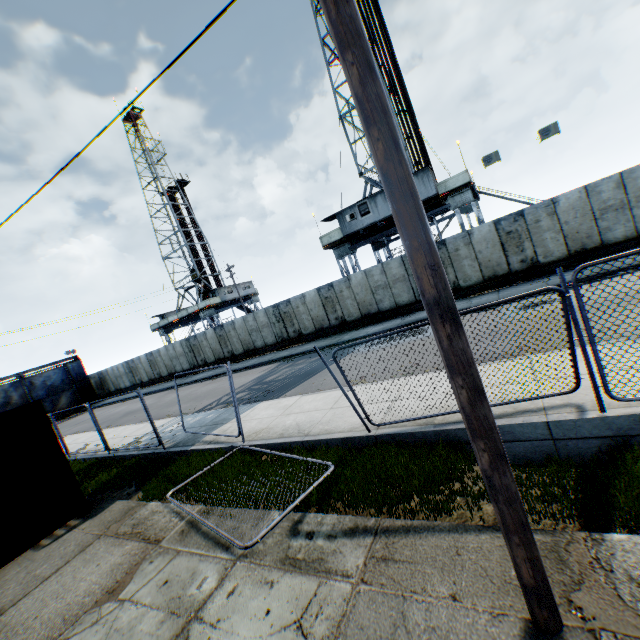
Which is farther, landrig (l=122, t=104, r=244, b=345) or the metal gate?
landrig (l=122, t=104, r=244, b=345)

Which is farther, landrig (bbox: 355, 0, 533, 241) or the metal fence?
landrig (bbox: 355, 0, 533, 241)

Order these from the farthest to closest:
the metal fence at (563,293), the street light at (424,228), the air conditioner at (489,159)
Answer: the air conditioner at (489,159) < the metal fence at (563,293) < the street light at (424,228)

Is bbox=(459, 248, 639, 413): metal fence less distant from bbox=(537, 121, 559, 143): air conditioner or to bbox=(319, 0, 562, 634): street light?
bbox=(319, 0, 562, 634): street light

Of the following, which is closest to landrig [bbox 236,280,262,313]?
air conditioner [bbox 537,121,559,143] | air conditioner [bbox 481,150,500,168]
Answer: air conditioner [bbox 481,150,500,168]

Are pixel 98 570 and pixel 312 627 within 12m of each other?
yes

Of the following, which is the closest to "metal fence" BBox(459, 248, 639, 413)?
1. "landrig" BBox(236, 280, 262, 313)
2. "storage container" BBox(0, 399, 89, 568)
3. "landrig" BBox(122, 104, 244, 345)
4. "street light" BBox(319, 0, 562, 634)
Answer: "street light" BBox(319, 0, 562, 634)

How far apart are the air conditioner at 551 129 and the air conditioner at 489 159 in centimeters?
180cm
